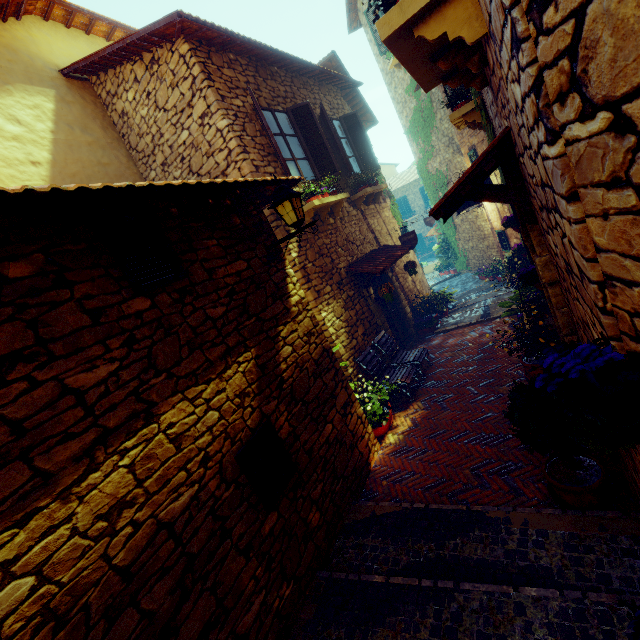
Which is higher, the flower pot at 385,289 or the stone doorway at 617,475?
the flower pot at 385,289

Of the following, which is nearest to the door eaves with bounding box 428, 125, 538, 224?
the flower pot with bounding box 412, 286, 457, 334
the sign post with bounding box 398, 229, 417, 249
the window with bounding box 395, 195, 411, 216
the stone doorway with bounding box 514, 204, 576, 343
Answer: the stone doorway with bounding box 514, 204, 576, 343

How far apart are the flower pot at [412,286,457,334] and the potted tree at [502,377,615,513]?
5.4m

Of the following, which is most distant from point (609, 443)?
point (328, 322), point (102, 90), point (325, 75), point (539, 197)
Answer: point (325, 75)

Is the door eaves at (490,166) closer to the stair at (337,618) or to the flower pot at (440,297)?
the stair at (337,618)

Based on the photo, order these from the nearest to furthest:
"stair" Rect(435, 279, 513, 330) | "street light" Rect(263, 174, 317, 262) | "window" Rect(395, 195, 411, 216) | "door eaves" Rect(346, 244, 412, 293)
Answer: "street light" Rect(263, 174, 317, 262), "door eaves" Rect(346, 244, 412, 293), "stair" Rect(435, 279, 513, 330), "window" Rect(395, 195, 411, 216)

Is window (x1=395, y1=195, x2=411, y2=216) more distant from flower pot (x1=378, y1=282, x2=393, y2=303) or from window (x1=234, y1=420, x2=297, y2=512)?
window (x1=234, y1=420, x2=297, y2=512)

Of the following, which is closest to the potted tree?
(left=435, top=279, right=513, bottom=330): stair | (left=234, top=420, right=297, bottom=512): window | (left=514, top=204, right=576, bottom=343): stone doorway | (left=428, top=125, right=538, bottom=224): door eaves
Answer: (left=514, top=204, right=576, bottom=343): stone doorway
